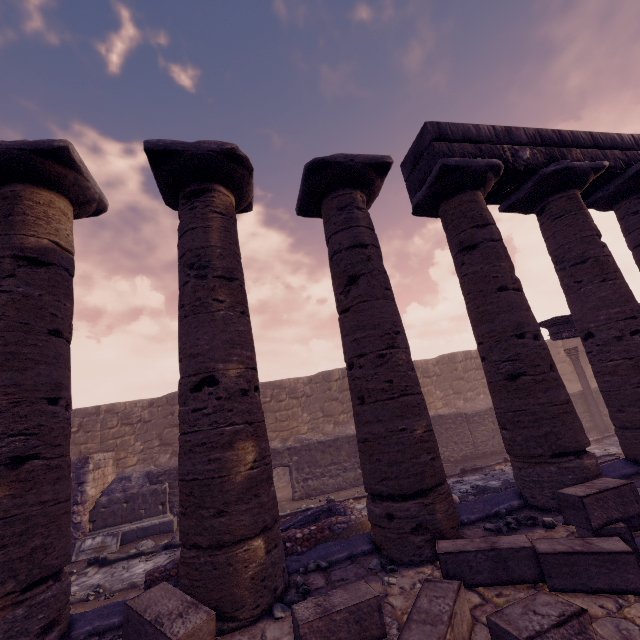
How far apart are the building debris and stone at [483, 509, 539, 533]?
9.91m

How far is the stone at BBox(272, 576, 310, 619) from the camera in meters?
3.0 m

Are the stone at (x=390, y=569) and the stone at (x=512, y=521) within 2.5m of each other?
yes

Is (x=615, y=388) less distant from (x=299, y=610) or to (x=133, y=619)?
(x=299, y=610)

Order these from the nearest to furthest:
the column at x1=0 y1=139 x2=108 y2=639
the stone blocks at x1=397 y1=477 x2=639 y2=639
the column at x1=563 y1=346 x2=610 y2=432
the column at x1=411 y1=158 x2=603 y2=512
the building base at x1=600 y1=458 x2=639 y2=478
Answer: the stone blocks at x1=397 y1=477 x2=639 y2=639
the column at x1=0 y1=139 x2=108 y2=639
the column at x1=411 y1=158 x2=603 y2=512
the building base at x1=600 y1=458 x2=639 y2=478
the column at x1=563 y1=346 x2=610 y2=432

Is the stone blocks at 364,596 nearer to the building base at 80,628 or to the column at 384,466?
the column at 384,466

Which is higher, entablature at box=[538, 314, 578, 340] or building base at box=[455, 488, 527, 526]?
entablature at box=[538, 314, 578, 340]

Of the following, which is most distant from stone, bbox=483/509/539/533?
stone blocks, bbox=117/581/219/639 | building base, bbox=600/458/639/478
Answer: stone blocks, bbox=117/581/219/639
